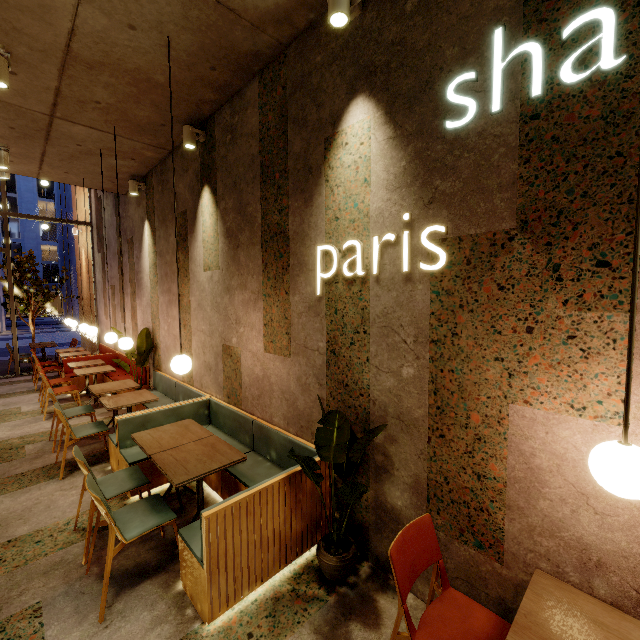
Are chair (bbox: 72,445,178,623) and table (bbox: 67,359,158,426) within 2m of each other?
no

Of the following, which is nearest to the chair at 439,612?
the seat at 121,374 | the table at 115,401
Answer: the table at 115,401

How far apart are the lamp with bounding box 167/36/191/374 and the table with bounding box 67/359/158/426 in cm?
275

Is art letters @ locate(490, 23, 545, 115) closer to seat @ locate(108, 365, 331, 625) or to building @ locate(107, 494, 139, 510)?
building @ locate(107, 494, 139, 510)

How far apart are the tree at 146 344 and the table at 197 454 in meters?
2.9 m

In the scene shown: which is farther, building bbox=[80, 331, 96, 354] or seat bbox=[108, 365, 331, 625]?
building bbox=[80, 331, 96, 354]

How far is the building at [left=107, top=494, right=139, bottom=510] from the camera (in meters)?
3.42

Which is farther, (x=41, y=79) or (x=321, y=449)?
(x=41, y=79)
